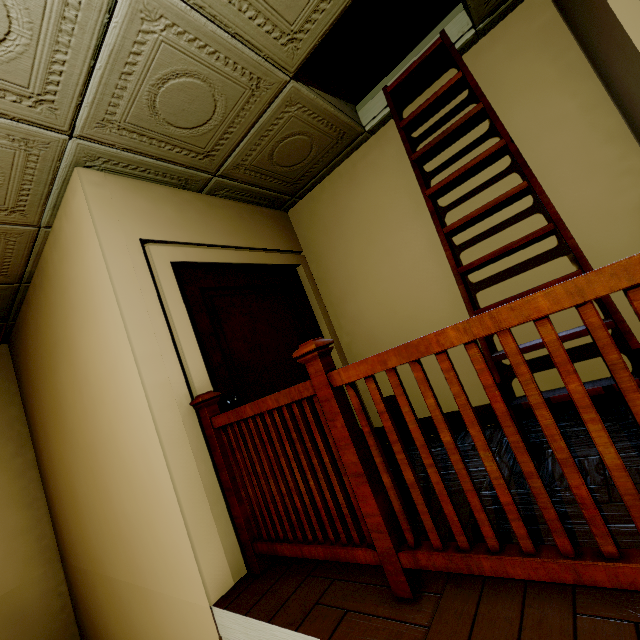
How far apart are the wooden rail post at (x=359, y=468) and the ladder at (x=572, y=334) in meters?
1.1

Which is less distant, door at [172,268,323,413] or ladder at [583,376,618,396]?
ladder at [583,376,618,396]

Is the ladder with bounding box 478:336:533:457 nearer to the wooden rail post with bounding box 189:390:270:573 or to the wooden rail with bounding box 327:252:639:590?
the wooden rail with bounding box 327:252:639:590

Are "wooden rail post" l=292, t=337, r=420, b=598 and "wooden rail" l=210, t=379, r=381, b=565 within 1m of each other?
yes

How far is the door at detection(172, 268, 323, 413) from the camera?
2.4 meters

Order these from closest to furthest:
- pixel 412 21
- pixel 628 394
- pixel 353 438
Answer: pixel 628 394, pixel 353 438, pixel 412 21

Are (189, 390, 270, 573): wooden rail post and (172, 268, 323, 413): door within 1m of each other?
yes

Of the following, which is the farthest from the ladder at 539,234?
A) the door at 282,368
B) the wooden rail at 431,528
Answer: the door at 282,368
